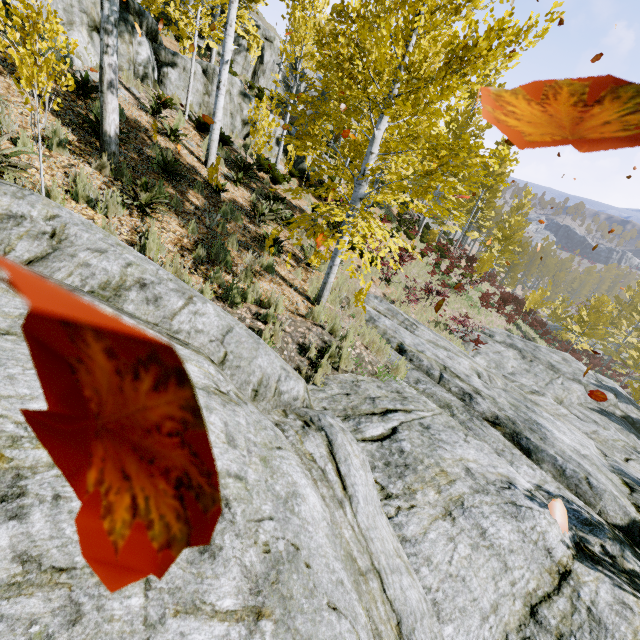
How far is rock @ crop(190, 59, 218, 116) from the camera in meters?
11.9 m

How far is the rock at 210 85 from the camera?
11.9 meters

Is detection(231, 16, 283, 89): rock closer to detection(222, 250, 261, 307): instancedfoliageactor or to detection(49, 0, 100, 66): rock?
detection(222, 250, 261, 307): instancedfoliageactor

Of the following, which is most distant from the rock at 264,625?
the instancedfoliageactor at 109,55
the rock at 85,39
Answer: the rock at 85,39

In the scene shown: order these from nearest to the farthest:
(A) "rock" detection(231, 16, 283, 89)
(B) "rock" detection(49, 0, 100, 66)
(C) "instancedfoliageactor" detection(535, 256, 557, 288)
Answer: (B) "rock" detection(49, 0, 100, 66) → (A) "rock" detection(231, 16, 283, 89) → (C) "instancedfoliageactor" detection(535, 256, 557, 288)

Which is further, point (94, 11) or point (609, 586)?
point (94, 11)

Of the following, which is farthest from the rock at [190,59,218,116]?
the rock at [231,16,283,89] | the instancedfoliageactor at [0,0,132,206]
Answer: the rock at [231,16,283,89]

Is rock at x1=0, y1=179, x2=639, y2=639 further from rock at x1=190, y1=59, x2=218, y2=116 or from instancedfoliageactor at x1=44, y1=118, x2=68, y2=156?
rock at x1=190, y1=59, x2=218, y2=116
